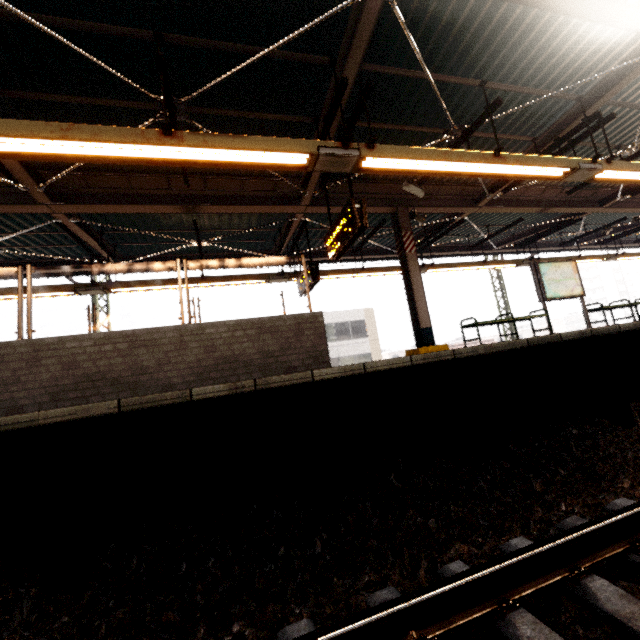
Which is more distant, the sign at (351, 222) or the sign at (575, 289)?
the sign at (575, 289)

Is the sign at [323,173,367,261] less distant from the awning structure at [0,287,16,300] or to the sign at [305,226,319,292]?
the awning structure at [0,287,16,300]

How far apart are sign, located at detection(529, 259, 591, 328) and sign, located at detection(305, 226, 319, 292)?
6.0 meters

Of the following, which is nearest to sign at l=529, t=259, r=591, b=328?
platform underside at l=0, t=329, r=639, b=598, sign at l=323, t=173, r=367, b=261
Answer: platform underside at l=0, t=329, r=639, b=598

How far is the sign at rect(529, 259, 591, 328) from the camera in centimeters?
883cm

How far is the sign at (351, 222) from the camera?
5.2m

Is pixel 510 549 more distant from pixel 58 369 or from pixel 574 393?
pixel 58 369

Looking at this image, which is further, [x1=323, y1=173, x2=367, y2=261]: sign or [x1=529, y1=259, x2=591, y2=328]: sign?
[x1=529, y1=259, x2=591, y2=328]: sign
